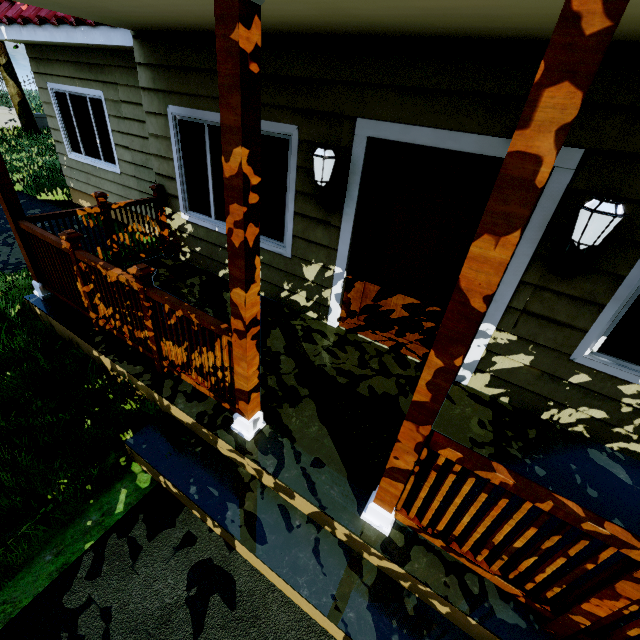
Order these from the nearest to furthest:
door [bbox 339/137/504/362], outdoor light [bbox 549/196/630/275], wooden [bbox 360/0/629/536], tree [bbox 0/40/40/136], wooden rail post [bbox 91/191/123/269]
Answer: wooden [bbox 360/0/629/536] → outdoor light [bbox 549/196/630/275] → door [bbox 339/137/504/362] → wooden rail post [bbox 91/191/123/269] → tree [bbox 0/40/40/136]

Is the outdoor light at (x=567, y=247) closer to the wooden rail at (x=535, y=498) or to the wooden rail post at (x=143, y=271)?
the wooden rail at (x=535, y=498)

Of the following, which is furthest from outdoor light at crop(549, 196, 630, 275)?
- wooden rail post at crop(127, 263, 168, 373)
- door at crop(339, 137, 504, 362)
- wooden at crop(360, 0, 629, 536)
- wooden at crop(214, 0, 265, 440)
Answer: wooden rail post at crop(127, 263, 168, 373)

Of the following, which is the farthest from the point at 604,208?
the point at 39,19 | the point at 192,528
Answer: the point at 39,19

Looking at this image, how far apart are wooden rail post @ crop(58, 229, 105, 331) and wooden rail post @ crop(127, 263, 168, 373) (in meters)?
0.95

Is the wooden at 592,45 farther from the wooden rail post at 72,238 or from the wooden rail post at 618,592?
the wooden rail post at 72,238

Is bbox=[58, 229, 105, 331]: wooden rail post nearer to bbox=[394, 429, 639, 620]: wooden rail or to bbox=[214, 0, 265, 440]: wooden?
bbox=[214, 0, 265, 440]: wooden

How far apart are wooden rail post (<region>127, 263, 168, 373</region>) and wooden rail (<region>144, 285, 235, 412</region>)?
0.0m
